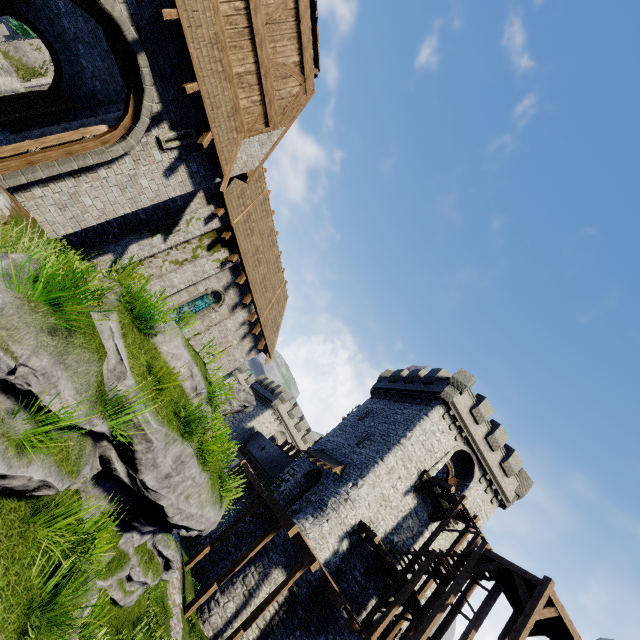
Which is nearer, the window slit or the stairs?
the window slit

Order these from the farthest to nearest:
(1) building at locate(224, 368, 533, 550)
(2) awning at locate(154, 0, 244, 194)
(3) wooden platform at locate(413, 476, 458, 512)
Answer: (1) building at locate(224, 368, 533, 550) → (3) wooden platform at locate(413, 476, 458, 512) → (2) awning at locate(154, 0, 244, 194)

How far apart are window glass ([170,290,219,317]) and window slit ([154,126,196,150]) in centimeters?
774cm

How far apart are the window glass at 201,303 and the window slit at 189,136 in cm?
774

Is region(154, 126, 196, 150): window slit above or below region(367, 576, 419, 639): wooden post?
above

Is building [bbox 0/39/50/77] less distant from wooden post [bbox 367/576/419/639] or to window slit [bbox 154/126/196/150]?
window slit [bbox 154/126/196/150]

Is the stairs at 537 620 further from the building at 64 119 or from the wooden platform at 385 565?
the building at 64 119

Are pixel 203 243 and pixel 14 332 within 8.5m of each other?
no
